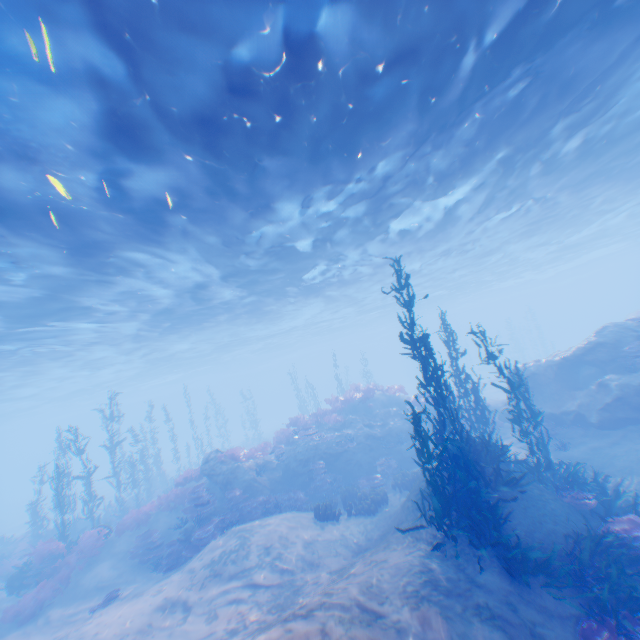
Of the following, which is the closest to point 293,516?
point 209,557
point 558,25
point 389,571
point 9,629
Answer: point 209,557

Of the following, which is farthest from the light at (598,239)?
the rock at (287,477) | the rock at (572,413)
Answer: the rock at (287,477)

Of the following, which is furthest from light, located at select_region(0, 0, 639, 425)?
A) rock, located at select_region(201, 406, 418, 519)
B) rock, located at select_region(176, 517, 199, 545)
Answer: rock, located at select_region(176, 517, 199, 545)

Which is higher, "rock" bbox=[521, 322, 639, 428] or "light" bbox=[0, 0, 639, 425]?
"light" bbox=[0, 0, 639, 425]

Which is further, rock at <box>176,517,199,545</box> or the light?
rock at <box>176,517,199,545</box>

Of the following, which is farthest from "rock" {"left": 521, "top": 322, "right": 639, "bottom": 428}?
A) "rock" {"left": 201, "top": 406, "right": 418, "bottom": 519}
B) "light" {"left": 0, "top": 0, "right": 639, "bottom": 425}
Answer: "rock" {"left": 201, "top": 406, "right": 418, "bottom": 519}

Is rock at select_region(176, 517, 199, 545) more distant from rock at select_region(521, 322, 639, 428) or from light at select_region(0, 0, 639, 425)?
rock at select_region(521, 322, 639, 428)

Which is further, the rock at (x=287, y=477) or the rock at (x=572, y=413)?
the rock at (x=287, y=477)
